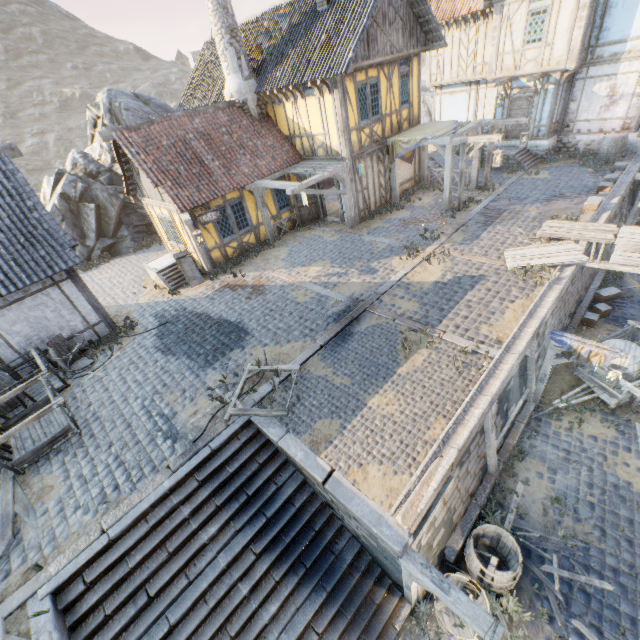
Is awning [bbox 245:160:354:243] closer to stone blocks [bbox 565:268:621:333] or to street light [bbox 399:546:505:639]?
stone blocks [bbox 565:268:621:333]

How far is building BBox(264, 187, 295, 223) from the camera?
14.9m

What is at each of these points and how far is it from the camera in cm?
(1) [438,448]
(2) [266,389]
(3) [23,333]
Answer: (1) stone gutter, 612
(2) stone blocks, 812
(3) building, 993

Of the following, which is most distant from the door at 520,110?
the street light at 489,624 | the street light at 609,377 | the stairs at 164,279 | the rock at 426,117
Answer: the street light at 489,624

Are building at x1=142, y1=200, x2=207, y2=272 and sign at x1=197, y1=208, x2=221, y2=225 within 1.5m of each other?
yes

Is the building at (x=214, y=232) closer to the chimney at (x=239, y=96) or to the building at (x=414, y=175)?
the building at (x=414, y=175)

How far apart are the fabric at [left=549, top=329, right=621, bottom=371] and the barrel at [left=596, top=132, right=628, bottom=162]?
13.28m

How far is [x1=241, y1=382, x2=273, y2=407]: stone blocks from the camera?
7.84m
